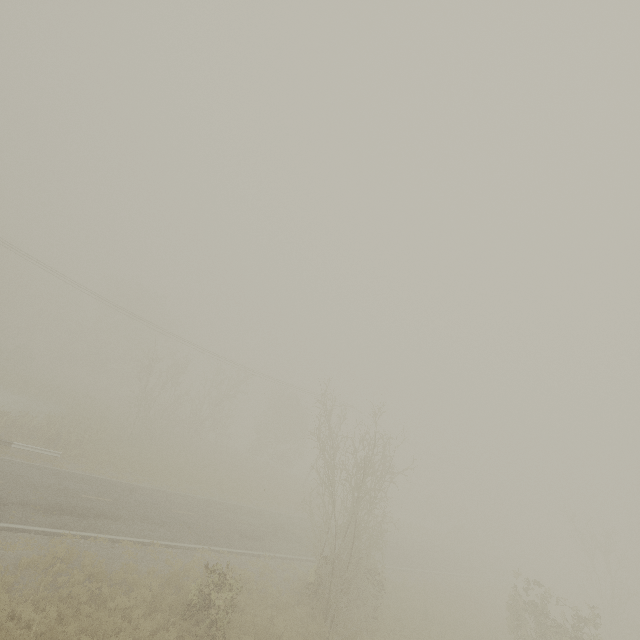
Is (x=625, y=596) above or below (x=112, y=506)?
above
